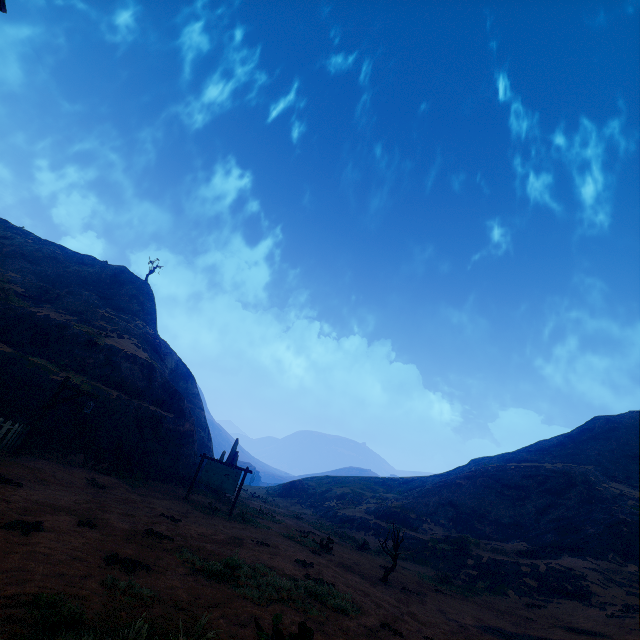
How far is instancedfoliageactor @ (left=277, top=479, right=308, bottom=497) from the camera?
43.81m

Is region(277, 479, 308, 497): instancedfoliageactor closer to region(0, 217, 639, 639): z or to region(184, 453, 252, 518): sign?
region(0, 217, 639, 639): z

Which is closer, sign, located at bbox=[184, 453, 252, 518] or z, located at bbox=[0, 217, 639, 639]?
z, located at bbox=[0, 217, 639, 639]

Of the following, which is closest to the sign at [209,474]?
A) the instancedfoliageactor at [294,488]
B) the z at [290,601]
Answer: the z at [290,601]

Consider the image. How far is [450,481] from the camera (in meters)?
32.97

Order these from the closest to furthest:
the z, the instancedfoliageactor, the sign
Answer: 1. the z
2. the sign
3. the instancedfoliageactor

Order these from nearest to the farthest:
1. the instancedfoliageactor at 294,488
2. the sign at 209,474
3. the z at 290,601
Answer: the z at 290,601 < the sign at 209,474 < the instancedfoliageactor at 294,488
